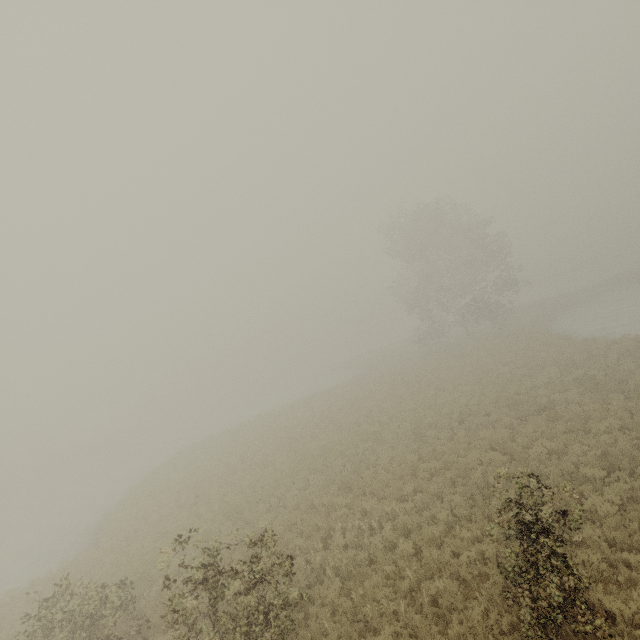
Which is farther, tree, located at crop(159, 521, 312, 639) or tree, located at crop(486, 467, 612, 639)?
tree, located at crop(159, 521, 312, 639)

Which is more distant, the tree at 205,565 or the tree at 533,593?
the tree at 205,565

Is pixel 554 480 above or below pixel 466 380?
below
